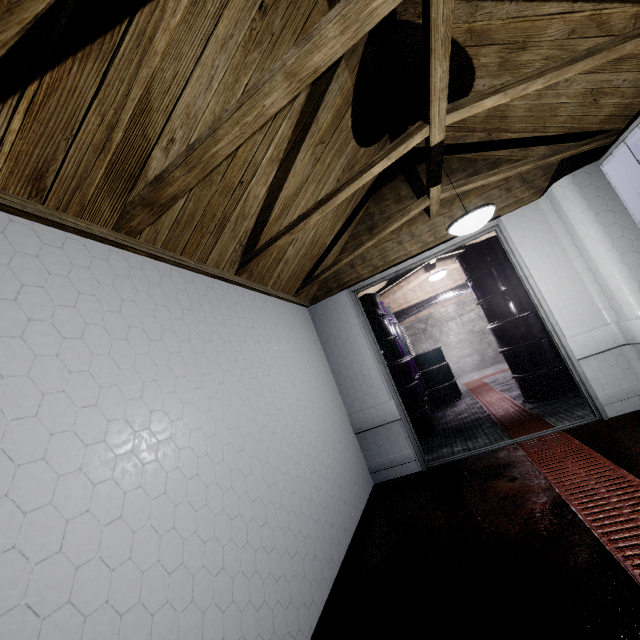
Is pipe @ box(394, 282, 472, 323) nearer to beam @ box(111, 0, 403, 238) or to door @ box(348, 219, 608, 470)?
door @ box(348, 219, 608, 470)

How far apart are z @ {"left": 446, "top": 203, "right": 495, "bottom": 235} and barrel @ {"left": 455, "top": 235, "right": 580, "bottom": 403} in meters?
1.8 m

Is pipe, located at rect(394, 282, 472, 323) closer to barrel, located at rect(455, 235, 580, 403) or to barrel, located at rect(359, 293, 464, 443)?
barrel, located at rect(359, 293, 464, 443)

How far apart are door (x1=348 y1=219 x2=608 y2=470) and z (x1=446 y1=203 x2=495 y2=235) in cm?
80

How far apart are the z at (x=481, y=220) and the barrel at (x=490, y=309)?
1.8 meters

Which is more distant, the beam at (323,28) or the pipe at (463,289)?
the pipe at (463,289)

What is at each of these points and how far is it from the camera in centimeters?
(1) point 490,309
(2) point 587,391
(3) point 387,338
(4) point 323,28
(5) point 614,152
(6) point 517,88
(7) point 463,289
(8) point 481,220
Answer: (1) barrel, 413cm
(2) door, 278cm
(3) barrel, 442cm
(4) beam, 115cm
(5) door, 242cm
(6) beam, 181cm
(7) pipe, 755cm
(8) z, 218cm

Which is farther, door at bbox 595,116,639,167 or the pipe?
the pipe
